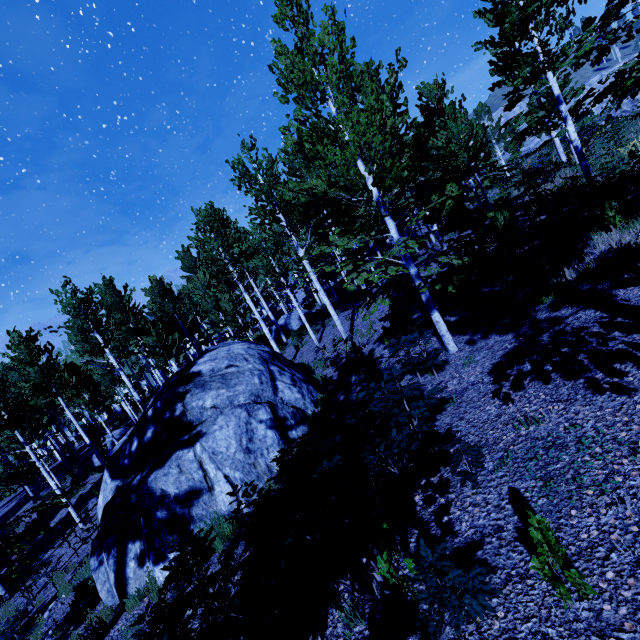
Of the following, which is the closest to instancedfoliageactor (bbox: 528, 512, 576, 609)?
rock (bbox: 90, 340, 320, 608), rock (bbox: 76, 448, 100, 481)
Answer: rock (bbox: 76, 448, 100, 481)

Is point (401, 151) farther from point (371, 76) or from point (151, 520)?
point (371, 76)

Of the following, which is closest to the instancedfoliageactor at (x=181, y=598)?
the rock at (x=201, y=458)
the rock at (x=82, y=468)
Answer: the rock at (x=82, y=468)

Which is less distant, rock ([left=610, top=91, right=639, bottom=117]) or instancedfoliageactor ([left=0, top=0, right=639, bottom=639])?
instancedfoliageactor ([left=0, top=0, right=639, bottom=639])

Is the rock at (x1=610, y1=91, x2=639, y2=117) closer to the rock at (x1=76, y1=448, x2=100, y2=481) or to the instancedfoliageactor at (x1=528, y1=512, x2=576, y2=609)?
the instancedfoliageactor at (x1=528, y1=512, x2=576, y2=609)

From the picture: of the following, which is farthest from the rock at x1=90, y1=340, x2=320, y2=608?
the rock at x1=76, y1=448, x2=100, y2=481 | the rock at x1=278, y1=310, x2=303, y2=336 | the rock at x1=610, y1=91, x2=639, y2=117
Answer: the rock at x1=610, y1=91, x2=639, y2=117

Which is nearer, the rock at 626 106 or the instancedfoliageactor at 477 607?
the instancedfoliageactor at 477 607

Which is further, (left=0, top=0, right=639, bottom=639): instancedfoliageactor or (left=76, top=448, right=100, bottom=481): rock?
(left=76, top=448, right=100, bottom=481): rock
